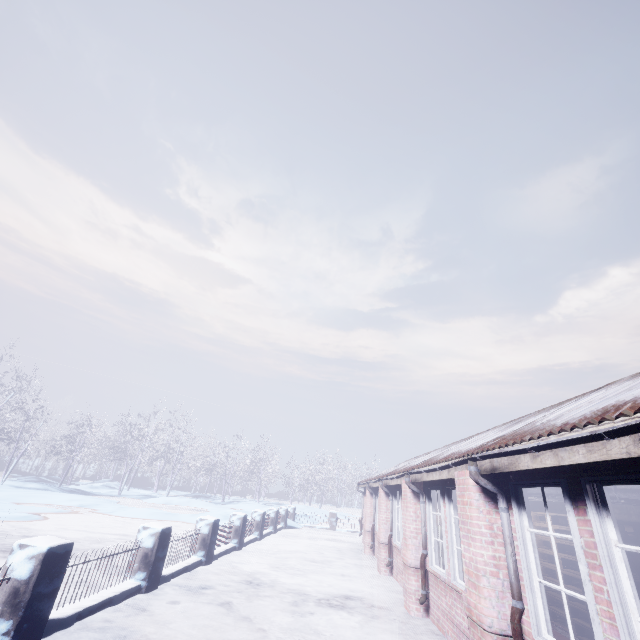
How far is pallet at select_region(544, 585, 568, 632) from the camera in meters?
5.3

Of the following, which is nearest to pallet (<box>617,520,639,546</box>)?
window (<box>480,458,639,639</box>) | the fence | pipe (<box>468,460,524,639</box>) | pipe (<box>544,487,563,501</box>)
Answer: pipe (<box>544,487,563,501</box>)

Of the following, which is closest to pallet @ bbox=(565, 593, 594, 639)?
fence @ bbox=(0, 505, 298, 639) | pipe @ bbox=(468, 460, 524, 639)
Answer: pipe @ bbox=(468, 460, 524, 639)

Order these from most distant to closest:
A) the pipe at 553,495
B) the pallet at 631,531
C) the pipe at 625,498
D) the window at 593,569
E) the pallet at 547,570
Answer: the pallet at 547,570, the pallet at 631,531, the pipe at 553,495, the pipe at 625,498, the window at 593,569

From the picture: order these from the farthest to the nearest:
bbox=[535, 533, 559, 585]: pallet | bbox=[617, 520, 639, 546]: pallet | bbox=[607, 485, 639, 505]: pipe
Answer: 1. bbox=[535, 533, 559, 585]: pallet
2. bbox=[617, 520, 639, 546]: pallet
3. bbox=[607, 485, 639, 505]: pipe

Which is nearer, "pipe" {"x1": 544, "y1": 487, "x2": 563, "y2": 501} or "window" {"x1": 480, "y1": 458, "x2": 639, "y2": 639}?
"window" {"x1": 480, "y1": 458, "x2": 639, "y2": 639}

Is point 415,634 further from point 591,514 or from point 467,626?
point 591,514

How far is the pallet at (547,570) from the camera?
5.6 meters
